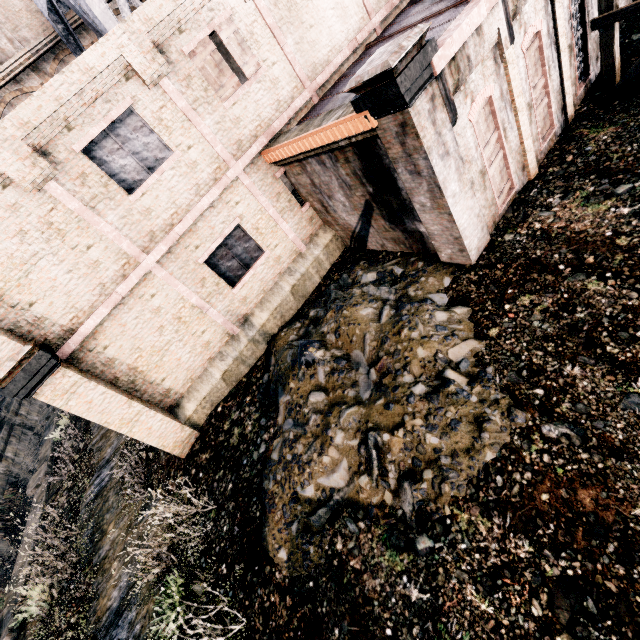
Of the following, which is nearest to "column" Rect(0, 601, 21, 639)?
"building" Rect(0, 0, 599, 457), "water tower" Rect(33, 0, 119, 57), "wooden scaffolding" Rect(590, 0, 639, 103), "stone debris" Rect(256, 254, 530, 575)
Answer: "building" Rect(0, 0, 599, 457)

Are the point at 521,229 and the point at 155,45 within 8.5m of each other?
no

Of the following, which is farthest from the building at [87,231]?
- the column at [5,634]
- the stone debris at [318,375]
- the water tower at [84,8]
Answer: the column at [5,634]

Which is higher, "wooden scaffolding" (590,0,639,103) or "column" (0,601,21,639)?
"column" (0,601,21,639)

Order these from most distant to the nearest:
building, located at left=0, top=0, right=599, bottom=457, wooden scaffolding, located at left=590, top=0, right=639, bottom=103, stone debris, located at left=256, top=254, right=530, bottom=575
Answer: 1. wooden scaffolding, located at left=590, top=0, right=639, bottom=103
2. building, located at left=0, top=0, right=599, bottom=457
3. stone debris, located at left=256, top=254, right=530, bottom=575

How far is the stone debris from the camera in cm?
693

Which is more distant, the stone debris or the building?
the building

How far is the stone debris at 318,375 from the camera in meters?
6.9 m
